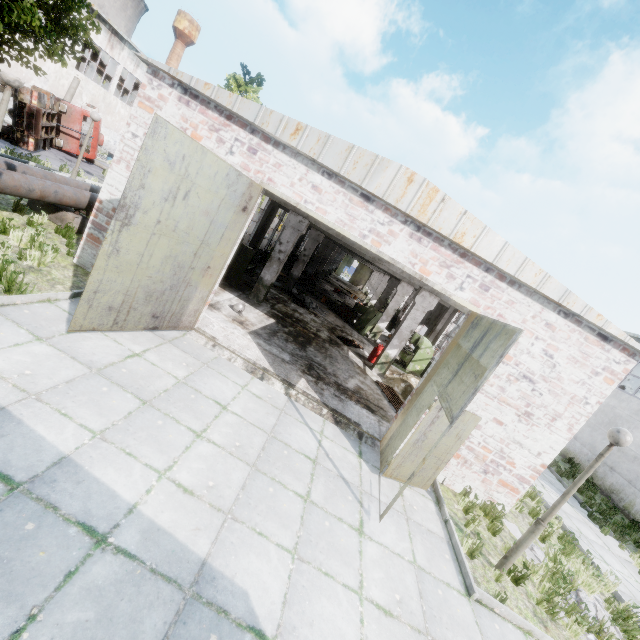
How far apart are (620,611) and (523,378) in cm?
512

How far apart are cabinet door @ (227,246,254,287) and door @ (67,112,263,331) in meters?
5.8

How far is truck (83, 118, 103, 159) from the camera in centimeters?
2136cm

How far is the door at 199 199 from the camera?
5.14m

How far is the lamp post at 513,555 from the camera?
5.27m

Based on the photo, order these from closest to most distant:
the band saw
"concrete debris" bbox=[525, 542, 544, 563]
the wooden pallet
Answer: "concrete debris" bbox=[525, 542, 544, 563]
the wooden pallet
the band saw

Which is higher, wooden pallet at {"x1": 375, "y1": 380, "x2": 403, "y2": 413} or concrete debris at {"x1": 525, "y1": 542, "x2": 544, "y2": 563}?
wooden pallet at {"x1": 375, "y1": 380, "x2": 403, "y2": 413}

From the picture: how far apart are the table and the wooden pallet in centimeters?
797cm
